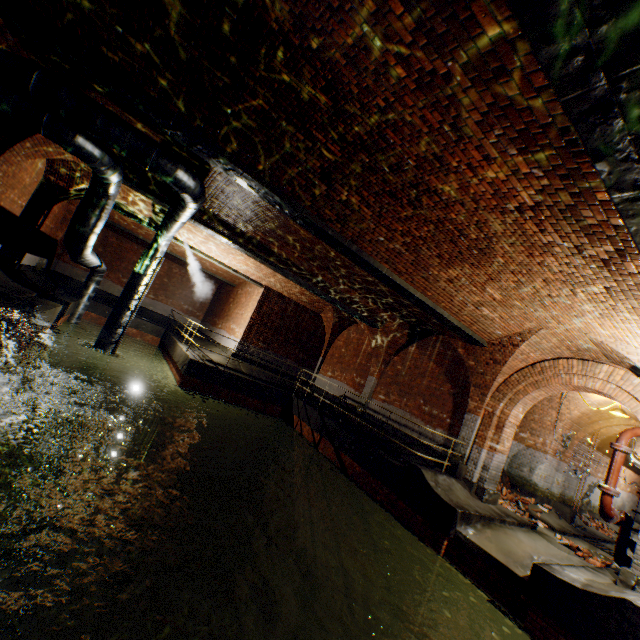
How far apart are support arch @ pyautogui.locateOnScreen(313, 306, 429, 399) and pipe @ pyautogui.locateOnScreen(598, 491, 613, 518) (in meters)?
7.03

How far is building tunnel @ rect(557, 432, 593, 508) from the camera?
13.80m

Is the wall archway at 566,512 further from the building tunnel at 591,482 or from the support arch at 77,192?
the support arch at 77,192

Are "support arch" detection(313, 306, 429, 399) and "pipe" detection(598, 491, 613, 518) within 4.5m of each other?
no

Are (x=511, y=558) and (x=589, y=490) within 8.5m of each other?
no

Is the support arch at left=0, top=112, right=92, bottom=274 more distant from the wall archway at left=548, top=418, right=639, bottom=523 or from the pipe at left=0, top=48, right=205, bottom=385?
the wall archway at left=548, top=418, right=639, bottom=523

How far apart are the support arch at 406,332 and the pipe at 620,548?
7.4 meters

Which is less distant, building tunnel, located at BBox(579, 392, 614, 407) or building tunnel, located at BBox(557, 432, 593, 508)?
building tunnel, located at BBox(579, 392, 614, 407)
